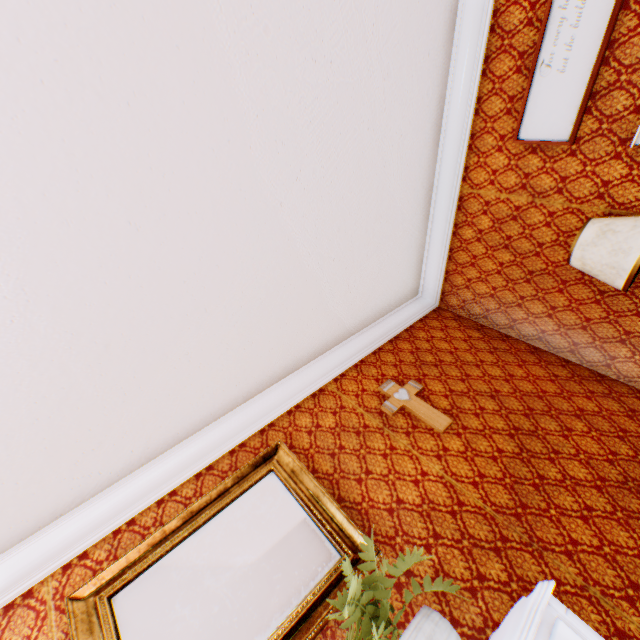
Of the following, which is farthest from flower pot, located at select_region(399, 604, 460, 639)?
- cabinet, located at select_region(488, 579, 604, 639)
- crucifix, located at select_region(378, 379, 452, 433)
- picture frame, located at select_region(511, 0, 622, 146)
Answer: picture frame, located at select_region(511, 0, 622, 146)

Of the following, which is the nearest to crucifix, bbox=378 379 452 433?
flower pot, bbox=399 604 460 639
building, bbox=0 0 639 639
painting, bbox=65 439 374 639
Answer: building, bbox=0 0 639 639

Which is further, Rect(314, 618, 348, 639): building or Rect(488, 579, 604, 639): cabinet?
Rect(314, 618, 348, 639): building

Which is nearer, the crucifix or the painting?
the painting

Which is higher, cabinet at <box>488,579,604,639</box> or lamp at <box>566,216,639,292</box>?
lamp at <box>566,216,639,292</box>

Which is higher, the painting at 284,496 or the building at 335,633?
the painting at 284,496

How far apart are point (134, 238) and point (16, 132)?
0.6 meters

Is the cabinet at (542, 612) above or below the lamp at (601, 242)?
below
